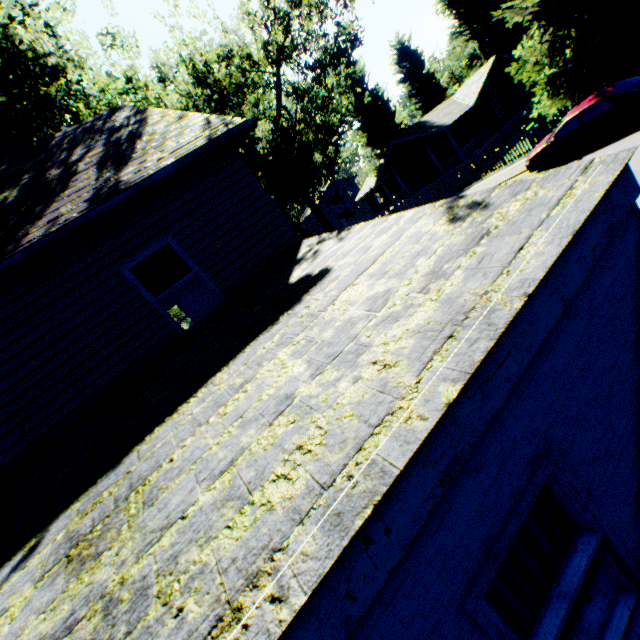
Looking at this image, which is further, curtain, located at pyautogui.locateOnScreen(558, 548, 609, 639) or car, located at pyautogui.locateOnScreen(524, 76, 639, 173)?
car, located at pyautogui.locateOnScreen(524, 76, 639, 173)

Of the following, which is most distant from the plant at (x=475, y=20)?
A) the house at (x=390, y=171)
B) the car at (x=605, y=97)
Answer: the car at (x=605, y=97)

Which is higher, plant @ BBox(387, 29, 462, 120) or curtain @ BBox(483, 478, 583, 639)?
plant @ BBox(387, 29, 462, 120)

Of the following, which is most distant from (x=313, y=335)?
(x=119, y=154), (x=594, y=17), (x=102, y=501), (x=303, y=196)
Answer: (x=594, y=17)

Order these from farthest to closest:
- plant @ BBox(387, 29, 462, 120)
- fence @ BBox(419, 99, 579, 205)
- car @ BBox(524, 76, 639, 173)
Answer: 1. plant @ BBox(387, 29, 462, 120)
2. fence @ BBox(419, 99, 579, 205)
3. car @ BBox(524, 76, 639, 173)

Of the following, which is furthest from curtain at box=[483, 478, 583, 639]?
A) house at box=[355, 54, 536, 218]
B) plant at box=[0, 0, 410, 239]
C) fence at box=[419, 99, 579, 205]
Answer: house at box=[355, 54, 536, 218]

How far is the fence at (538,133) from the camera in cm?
1831

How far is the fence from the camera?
18.31m
